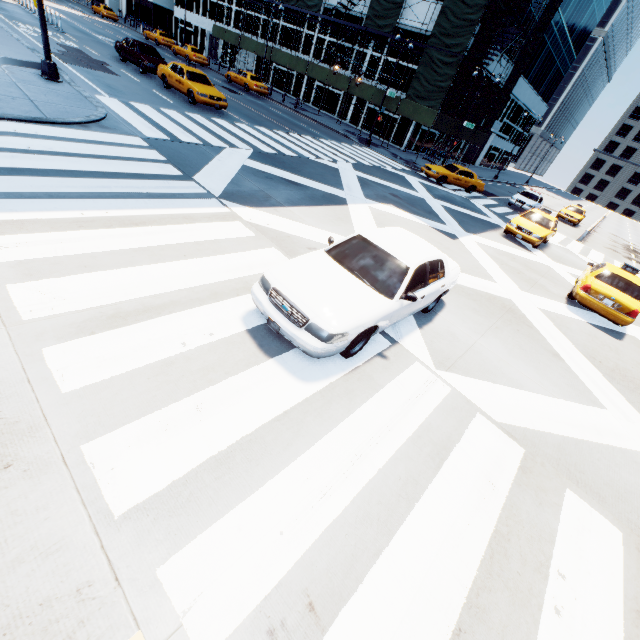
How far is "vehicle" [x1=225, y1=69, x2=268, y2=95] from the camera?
30.3 meters

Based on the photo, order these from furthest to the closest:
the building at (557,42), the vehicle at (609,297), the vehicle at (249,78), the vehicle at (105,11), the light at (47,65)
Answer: the vehicle at (105,11) → the building at (557,42) → the vehicle at (249,78) → the light at (47,65) → the vehicle at (609,297)

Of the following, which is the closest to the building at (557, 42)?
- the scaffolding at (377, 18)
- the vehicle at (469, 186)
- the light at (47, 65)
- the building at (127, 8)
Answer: the scaffolding at (377, 18)

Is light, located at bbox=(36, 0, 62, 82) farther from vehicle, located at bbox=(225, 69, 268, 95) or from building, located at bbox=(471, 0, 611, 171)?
building, located at bbox=(471, 0, 611, 171)

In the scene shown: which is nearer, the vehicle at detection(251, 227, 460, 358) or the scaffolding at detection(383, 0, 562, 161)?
the vehicle at detection(251, 227, 460, 358)

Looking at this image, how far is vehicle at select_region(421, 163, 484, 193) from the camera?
23.20m

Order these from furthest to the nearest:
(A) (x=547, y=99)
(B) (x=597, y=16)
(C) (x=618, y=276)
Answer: (A) (x=547, y=99) → (B) (x=597, y=16) → (C) (x=618, y=276)

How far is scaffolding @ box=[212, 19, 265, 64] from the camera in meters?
36.5 m
